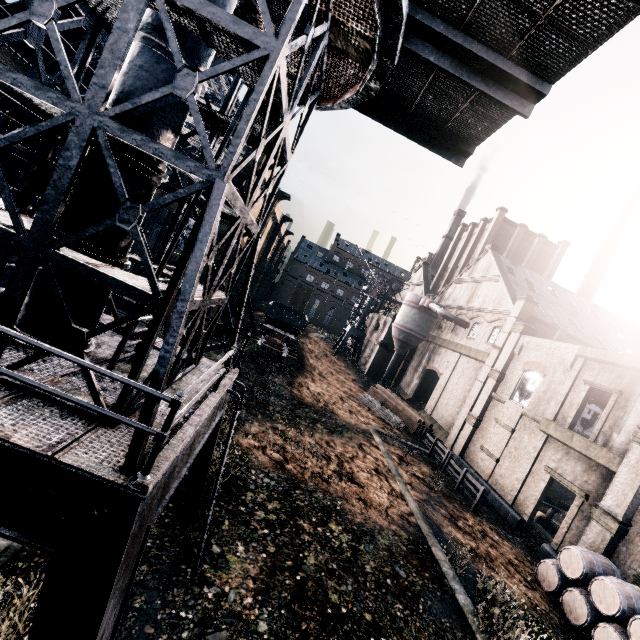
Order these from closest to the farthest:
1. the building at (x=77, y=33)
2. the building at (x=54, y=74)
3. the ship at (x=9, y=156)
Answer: the ship at (x=9, y=156) → the building at (x=77, y=33) → the building at (x=54, y=74)

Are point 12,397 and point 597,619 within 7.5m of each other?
no

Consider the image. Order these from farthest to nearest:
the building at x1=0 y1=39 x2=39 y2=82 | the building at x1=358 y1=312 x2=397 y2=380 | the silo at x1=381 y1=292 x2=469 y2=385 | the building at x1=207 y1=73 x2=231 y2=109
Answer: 1. the building at x1=358 y1=312 x2=397 y2=380
2. the silo at x1=381 y1=292 x2=469 y2=385
3. the building at x1=0 y1=39 x2=39 y2=82
4. the building at x1=207 y1=73 x2=231 y2=109

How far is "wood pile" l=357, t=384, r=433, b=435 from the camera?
30.8m

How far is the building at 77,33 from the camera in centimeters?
3206cm

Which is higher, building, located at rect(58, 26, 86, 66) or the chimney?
the chimney

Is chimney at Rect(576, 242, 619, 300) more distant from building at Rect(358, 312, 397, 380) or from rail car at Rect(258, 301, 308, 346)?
rail car at Rect(258, 301, 308, 346)

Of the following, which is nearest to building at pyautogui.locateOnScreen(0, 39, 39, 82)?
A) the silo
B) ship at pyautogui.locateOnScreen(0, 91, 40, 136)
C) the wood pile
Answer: the silo
